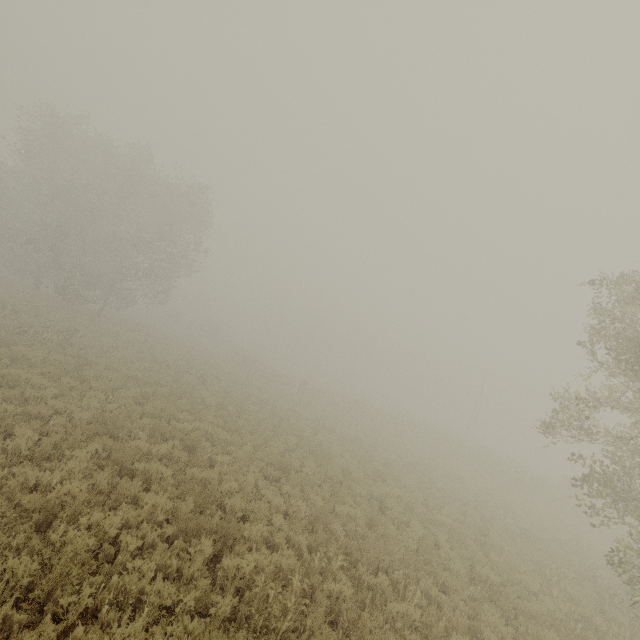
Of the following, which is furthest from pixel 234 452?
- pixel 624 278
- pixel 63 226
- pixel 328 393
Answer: pixel 328 393

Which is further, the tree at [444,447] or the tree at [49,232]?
the tree at [49,232]

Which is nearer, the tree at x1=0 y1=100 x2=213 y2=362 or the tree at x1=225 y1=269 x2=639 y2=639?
the tree at x1=225 y1=269 x2=639 y2=639
